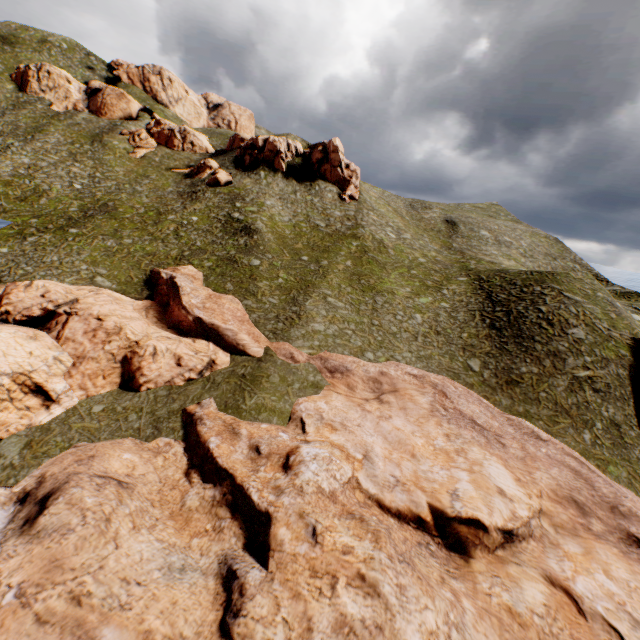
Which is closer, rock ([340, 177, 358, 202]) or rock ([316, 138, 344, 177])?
rock ([340, 177, 358, 202])

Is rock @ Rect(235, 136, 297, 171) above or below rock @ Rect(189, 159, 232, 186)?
above

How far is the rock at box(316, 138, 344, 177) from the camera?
57.9 meters

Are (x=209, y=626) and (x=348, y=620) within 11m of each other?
yes

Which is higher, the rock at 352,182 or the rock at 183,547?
the rock at 352,182

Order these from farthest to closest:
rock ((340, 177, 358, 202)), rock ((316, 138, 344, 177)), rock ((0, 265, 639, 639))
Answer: rock ((316, 138, 344, 177)), rock ((340, 177, 358, 202)), rock ((0, 265, 639, 639))

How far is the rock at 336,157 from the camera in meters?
57.9
